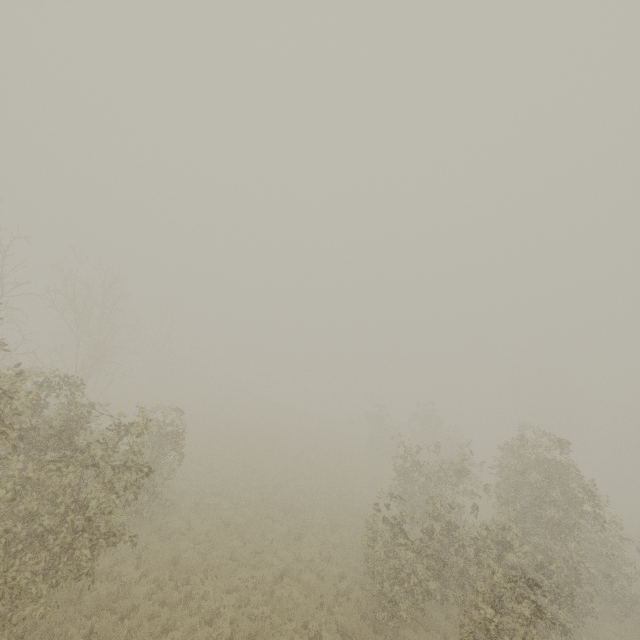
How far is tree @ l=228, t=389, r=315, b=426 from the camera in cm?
4844

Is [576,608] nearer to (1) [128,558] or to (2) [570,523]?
(2) [570,523]

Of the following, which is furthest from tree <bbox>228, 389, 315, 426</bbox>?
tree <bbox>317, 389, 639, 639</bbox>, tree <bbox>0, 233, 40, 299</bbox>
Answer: tree <bbox>317, 389, 639, 639</bbox>

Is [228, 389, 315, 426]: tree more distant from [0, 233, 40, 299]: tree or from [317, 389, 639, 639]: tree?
[317, 389, 639, 639]: tree

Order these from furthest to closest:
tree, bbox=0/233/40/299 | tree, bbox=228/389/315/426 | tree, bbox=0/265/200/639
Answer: tree, bbox=228/389/315/426, tree, bbox=0/233/40/299, tree, bbox=0/265/200/639

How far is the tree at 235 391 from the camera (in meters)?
48.44

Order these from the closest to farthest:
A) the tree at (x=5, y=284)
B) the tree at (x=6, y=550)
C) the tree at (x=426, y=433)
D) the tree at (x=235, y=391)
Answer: the tree at (x=6, y=550)
the tree at (x=426, y=433)
the tree at (x=5, y=284)
the tree at (x=235, y=391)
